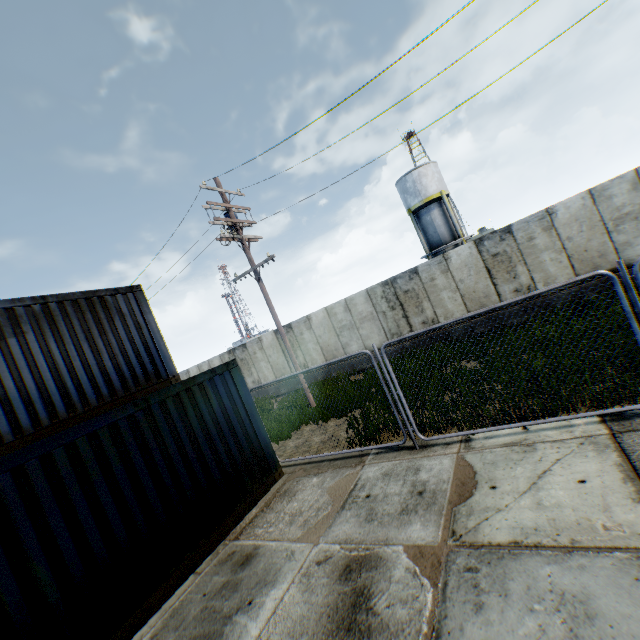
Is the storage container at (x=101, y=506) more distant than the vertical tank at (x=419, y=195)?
No

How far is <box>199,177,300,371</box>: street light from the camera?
11.73m

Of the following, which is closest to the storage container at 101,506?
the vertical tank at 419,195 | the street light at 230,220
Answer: the street light at 230,220

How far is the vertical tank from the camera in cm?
2888

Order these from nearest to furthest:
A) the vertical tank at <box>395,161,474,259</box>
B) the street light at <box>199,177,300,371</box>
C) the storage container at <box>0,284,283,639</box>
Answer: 1. the storage container at <box>0,284,283,639</box>
2. the street light at <box>199,177,300,371</box>
3. the vertical tank at <box>395,161,474,259</box>

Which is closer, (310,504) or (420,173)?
(310,504)

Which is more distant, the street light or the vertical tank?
the vertical tank

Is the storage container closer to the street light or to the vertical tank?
the street light
